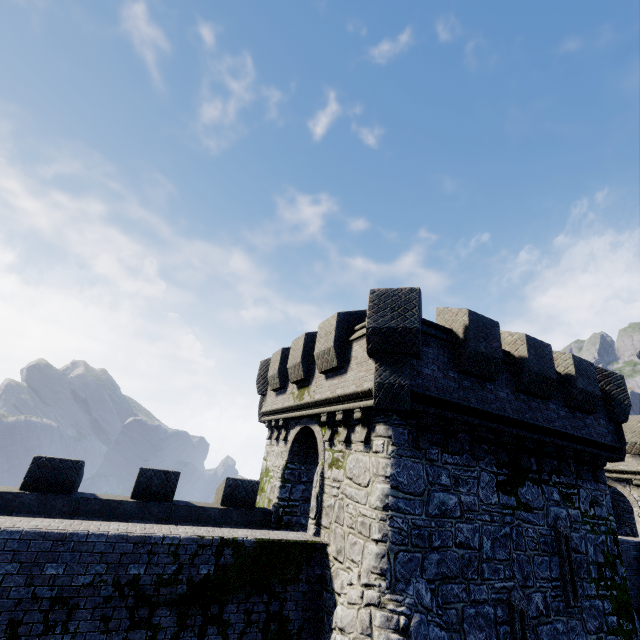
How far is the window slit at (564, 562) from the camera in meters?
8.8

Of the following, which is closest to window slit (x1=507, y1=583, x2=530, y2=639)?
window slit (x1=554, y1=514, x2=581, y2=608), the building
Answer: the building

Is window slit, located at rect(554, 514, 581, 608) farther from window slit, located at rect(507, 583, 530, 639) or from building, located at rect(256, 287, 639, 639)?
window slit, located at rect(507, 583, 530, 639)

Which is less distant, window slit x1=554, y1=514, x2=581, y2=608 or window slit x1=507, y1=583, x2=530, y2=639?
window slit x1=507, y1=583, x2=530, y2=639

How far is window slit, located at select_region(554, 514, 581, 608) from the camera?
8.8m

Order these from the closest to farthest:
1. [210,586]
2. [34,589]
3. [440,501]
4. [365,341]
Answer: [34,589]
[210,586]
[440,501]
[365,341]

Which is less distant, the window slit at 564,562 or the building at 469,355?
the building at 469,355
